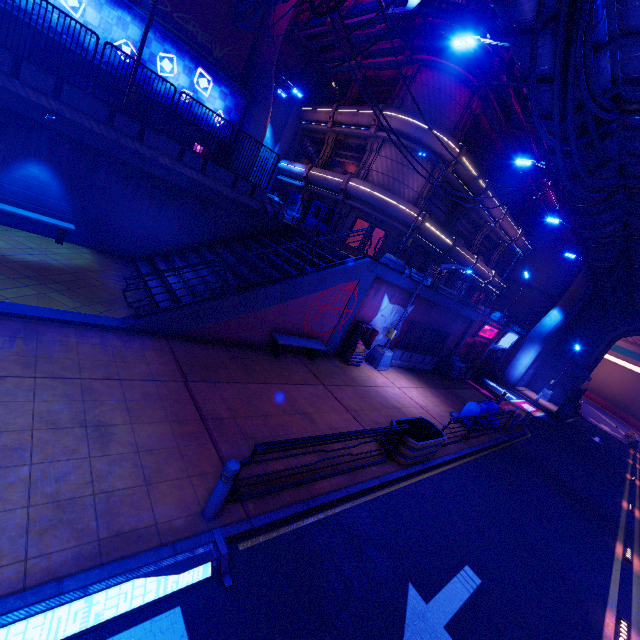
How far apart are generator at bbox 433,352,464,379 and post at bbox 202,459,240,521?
18.1m

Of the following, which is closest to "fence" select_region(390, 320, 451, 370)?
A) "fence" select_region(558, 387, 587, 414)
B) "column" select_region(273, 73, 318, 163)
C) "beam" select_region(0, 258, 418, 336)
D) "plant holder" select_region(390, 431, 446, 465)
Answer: "beam" select_region(0, 258, 418, 336)

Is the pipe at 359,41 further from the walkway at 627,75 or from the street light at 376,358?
the street light at 376,358

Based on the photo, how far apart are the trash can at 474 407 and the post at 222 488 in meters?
12.1 m

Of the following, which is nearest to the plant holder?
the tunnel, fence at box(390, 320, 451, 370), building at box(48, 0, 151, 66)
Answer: fence at box(390, 320, 451, 370)

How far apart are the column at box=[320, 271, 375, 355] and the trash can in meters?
6.0

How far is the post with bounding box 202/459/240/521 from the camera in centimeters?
479cm

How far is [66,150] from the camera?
11.12m
